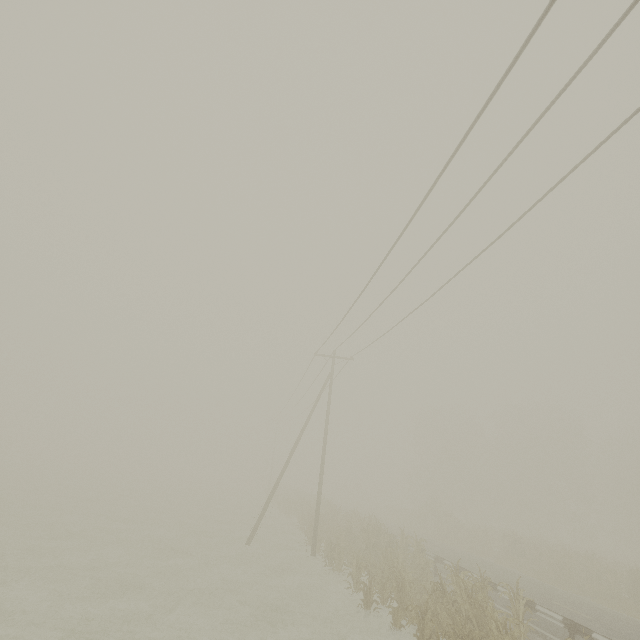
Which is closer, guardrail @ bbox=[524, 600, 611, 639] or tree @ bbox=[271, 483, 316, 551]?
guardrail @ bbox=[524, 600, 611, 639]

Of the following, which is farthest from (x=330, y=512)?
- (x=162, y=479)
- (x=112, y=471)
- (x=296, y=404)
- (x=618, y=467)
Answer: (x=112, y=471)

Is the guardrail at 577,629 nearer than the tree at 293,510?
Yes

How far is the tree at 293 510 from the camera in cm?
2138

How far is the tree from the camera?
21.4m
